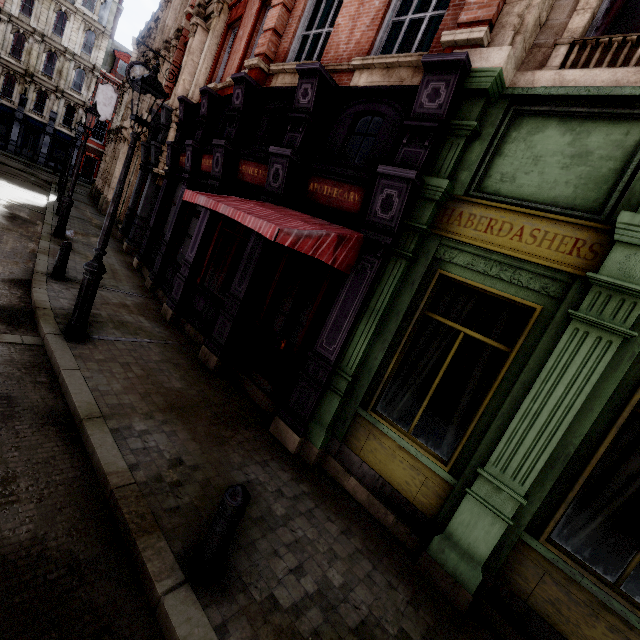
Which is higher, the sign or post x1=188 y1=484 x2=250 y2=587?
the sign

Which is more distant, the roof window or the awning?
the roof window

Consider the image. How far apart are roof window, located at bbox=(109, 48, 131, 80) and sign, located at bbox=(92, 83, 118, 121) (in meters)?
21.00

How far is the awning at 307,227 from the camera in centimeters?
403cm

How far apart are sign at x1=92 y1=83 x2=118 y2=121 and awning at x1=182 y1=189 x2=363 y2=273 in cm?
2538

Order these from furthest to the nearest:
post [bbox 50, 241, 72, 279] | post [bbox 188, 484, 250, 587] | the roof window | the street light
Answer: the roof window < post [bbox 50, 241, 72, 279] < the street light < post [bbox 188, 484, 250, 587]

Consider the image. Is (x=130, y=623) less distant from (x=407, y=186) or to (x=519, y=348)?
(x=519, y=348)

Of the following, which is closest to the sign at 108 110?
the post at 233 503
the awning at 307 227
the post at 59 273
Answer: the post at 59 273
